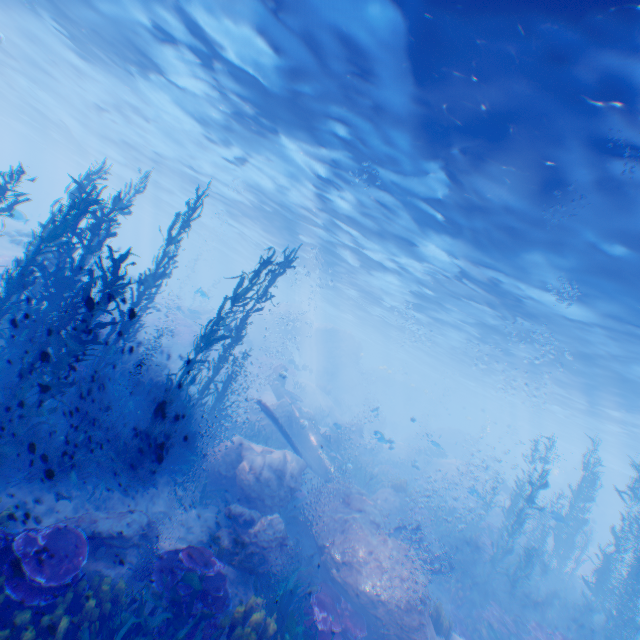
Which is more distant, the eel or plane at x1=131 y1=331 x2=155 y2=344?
plane at x1=131 y1=331 x2=155 y2=344

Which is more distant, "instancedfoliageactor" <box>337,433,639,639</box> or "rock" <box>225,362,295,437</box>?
"rock" <box>225,362,295,437</box>

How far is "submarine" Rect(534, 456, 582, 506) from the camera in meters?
41.2 m

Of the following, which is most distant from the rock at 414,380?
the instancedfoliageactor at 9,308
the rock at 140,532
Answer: the rock at 140,532

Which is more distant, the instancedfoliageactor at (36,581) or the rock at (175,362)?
the rock at (175,362)

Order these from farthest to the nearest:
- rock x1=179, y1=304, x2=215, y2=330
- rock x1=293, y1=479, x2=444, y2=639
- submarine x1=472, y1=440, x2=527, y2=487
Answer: submarine x1=472, y1=440, x2=527, y2=487
rock x1=179, y1=304, x2=215, y2=330
rock x1=293, y1=479, x2=444, y2=639

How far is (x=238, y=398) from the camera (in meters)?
27.00
